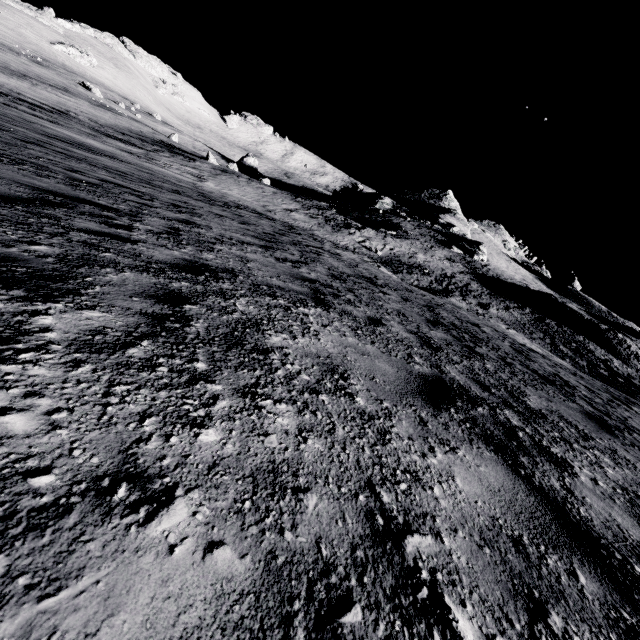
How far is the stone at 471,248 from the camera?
48.8m

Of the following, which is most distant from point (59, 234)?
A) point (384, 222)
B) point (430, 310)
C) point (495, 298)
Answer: point (384, 222)

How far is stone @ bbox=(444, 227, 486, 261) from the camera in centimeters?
4878cm
